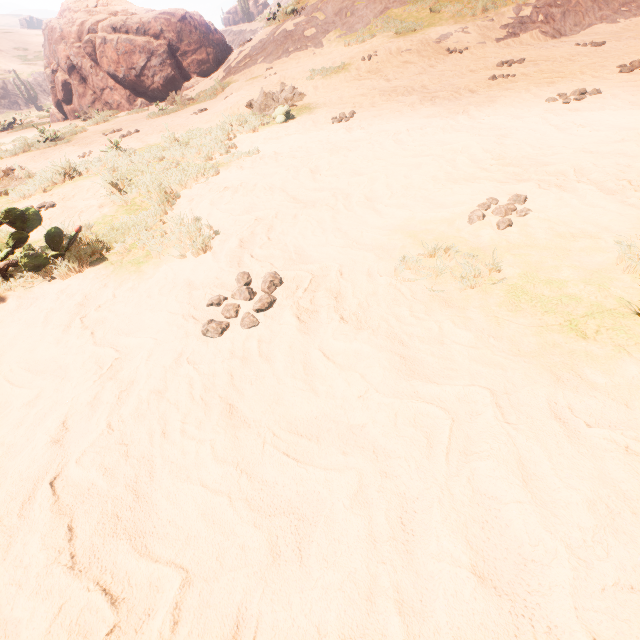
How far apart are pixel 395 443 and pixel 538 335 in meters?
1.0

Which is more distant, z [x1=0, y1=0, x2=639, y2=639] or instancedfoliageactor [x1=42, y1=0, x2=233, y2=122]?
instancedfoliageactor [x1=42, y1=0, x2=233, y2=122]

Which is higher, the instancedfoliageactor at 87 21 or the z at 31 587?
the instancedfoliageactor at 87 21

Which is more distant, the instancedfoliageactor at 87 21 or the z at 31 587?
the instancedfoliageactor at 87 21

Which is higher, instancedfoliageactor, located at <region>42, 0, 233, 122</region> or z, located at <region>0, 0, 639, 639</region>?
instancedfoliageactor, located at <region>42, 0, 233, 122</region>
